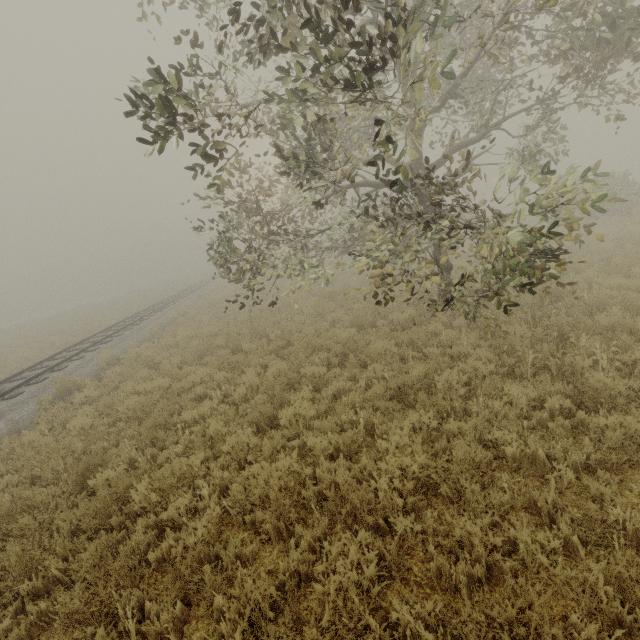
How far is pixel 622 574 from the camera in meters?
2.7 m
